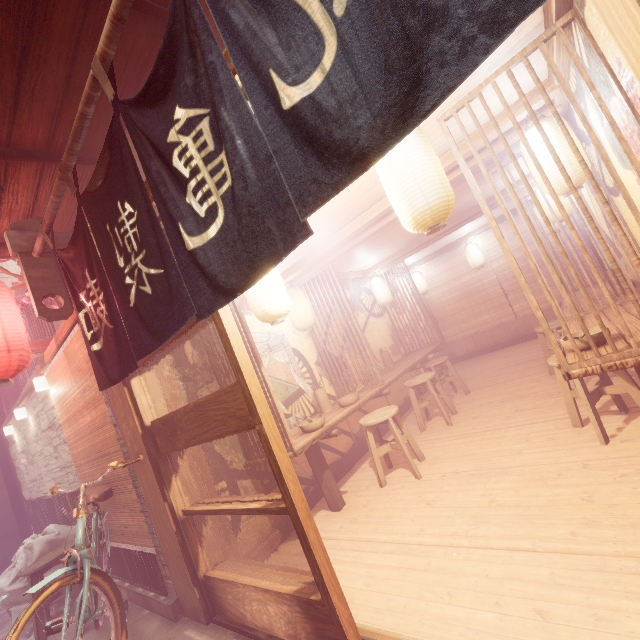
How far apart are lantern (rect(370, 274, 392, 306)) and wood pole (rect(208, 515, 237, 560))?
8.28m

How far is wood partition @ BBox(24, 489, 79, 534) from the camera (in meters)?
8.36

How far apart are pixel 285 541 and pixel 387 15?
7.3m

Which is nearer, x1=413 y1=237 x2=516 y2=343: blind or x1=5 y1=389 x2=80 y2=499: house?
x1=5 y1=389 x2=80 y2=499: house

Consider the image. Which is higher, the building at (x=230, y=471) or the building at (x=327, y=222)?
the building at (x=327, y=222)

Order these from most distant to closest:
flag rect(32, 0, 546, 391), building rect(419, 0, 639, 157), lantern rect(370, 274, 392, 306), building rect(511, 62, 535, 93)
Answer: lantern rect(370, 274, 392, 306) < building rect(511, 62, 535, 93) < building rect(419, 0, 639, 157) < flag rect(32, 0, 546, 391)

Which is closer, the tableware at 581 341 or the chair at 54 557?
the tableware at 581 341

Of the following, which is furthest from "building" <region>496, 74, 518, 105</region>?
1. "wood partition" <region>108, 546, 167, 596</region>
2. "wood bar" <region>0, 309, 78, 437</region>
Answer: "wood bar" <region>0, 309, 78, 437</region>
